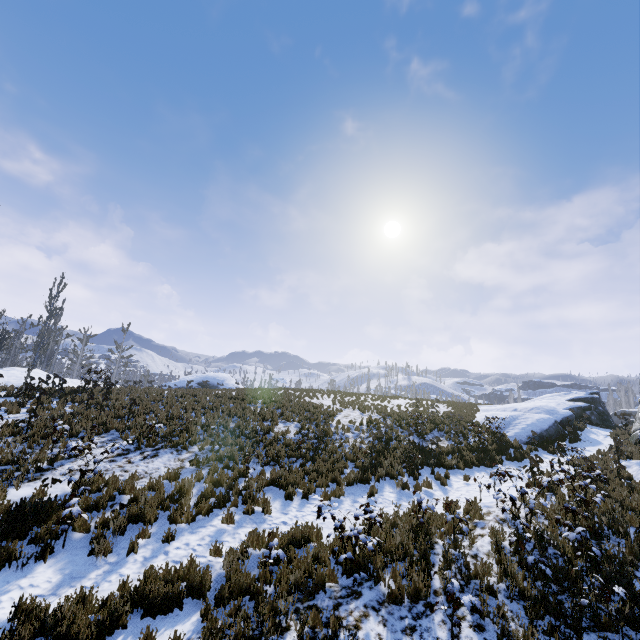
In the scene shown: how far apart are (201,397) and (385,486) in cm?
1161

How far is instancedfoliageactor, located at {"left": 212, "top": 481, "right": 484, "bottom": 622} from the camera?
6.05m

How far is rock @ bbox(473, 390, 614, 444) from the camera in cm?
1920

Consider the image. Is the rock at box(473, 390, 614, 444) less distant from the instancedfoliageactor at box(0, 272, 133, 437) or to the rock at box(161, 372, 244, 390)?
the instancedfoliageactor at box(0, 272, 133, 437)

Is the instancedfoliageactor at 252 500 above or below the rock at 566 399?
below

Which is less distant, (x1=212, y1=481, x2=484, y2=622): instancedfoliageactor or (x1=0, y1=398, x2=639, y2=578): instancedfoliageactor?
(x1=212, y1=481, x2=484, y2=622): instancedfoliageactor

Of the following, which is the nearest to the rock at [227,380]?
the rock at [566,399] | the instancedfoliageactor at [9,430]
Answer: the instancedfoliageactor at [9,430]

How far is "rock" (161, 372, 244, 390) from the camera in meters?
26.3 m
